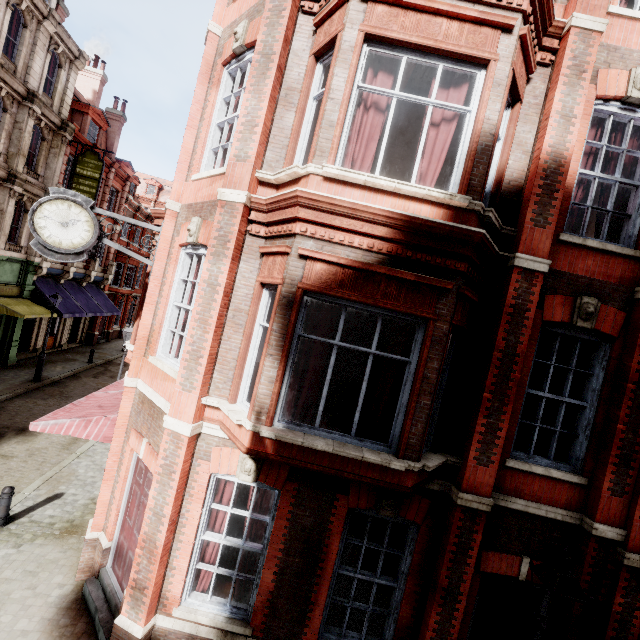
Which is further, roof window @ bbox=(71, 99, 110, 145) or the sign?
roof window @ bbox=(71, 99, 110, 145)

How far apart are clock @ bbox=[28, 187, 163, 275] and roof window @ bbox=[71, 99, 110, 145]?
20.2 meters

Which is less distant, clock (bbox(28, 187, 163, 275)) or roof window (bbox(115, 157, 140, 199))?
clock (bbox(28, 187, 163, 275))

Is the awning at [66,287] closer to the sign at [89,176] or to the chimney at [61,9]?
the sign at [89,176]

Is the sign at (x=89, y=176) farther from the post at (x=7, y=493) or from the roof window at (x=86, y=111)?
the post at (x=7, y=493)

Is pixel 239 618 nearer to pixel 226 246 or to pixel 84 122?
pixel 226 246

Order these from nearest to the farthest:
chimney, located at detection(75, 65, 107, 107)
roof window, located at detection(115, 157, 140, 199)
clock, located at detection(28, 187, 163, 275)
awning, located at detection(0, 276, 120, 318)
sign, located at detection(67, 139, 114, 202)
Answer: clock, located at detection(28, 187, 163, 275) < awning, located at detection(0, 276, 120, 318) < sign, located at detection(67, 139, 114, 202) < chimney, located at detection(75, 65, 107, 107) < roof window, located at detection(115, 157, 140, 199)

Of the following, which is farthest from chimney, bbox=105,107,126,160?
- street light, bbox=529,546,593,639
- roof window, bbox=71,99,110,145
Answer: street light, bbox=529,546,593,639
